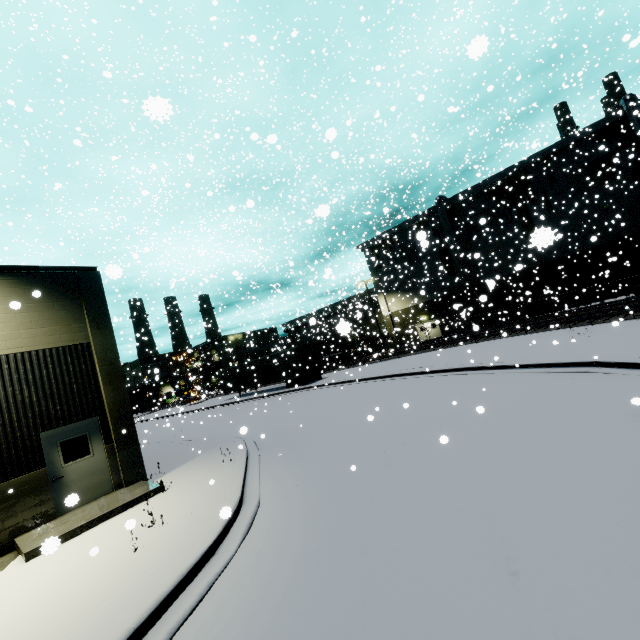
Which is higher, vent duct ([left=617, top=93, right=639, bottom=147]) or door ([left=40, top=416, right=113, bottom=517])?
vent duct ([left=617, top=93, right=639, bottom=147])

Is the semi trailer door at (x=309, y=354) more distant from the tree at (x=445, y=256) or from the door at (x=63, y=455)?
the door at (x=63, y=455)

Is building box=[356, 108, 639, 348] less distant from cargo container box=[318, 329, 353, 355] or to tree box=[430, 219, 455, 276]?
tree box=[430, 219, 455, 276]

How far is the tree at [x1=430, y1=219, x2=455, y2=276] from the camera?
38.8 meters

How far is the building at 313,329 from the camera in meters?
3.5 m

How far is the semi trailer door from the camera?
29.20m

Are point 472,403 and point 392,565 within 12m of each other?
yes
